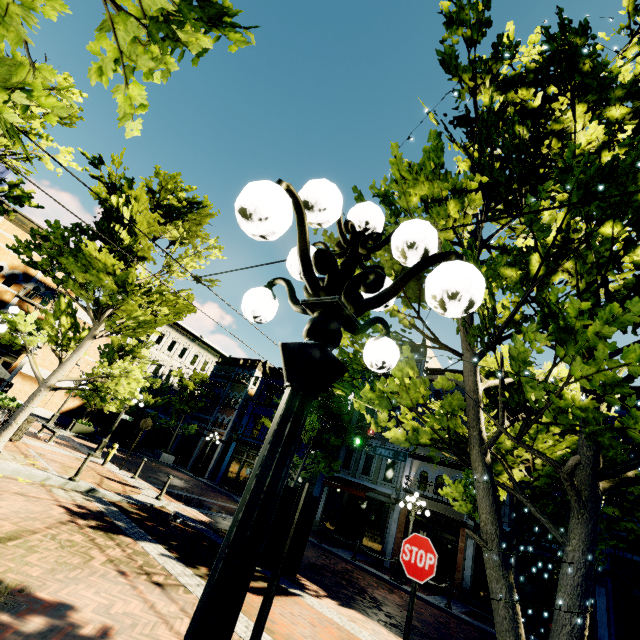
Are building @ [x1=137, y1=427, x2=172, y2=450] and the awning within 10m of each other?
no

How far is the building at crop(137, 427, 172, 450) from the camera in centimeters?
3444cm

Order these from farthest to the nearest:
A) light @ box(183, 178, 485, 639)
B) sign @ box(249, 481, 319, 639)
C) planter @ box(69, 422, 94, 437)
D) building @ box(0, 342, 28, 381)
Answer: building @ box(0, 342, 28, 381), planter @ box(69, 422, 94, 437), sign @ box(249, 481, 319, 639), light @ box(183, 178, 485, 639)

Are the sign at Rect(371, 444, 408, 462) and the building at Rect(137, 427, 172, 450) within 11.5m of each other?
no

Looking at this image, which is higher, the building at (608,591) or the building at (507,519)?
the building at (507,519)

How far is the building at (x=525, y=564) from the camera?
14.3m

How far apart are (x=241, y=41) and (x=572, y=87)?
4.9 meters

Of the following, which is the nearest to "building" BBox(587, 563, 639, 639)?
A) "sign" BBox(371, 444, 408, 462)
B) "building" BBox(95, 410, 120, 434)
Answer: "building" BBox(95, 410, 120, 434)
